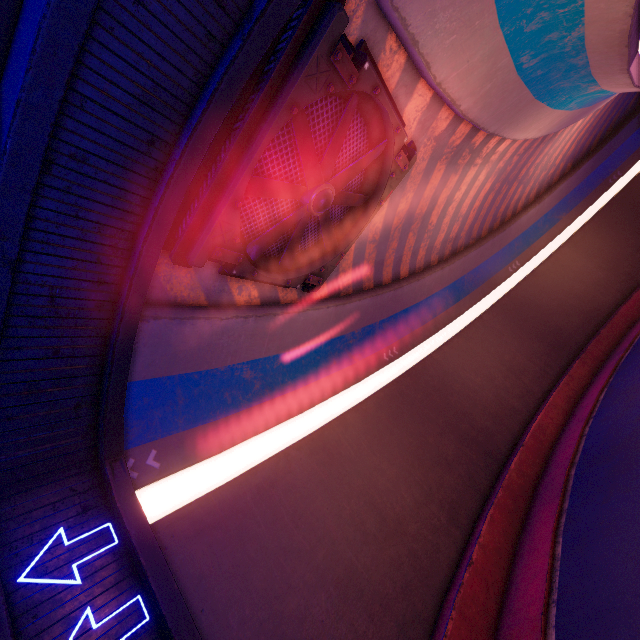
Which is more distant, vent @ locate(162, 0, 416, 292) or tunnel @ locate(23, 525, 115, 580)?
vent @ locate(162, 0, 416, 292)

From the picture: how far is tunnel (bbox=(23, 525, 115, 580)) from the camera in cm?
518

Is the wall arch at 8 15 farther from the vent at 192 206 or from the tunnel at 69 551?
the vent at 192 206

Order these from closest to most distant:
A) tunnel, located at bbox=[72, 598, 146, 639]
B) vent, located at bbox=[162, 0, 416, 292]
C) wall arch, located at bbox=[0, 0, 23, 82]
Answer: wall arch, located at bbox=[0, 0, 23, 82], tunnel, located at bbox=[72, 598, 146, 639], vent, located at bbox=[162, 0, 416, 292]

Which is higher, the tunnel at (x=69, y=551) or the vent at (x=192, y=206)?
the vent at (x=192, y=206)

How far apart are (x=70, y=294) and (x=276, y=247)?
5.2m

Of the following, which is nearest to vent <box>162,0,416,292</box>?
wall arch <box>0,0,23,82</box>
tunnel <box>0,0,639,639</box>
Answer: tunnel <box>0,0,639,639</box>
